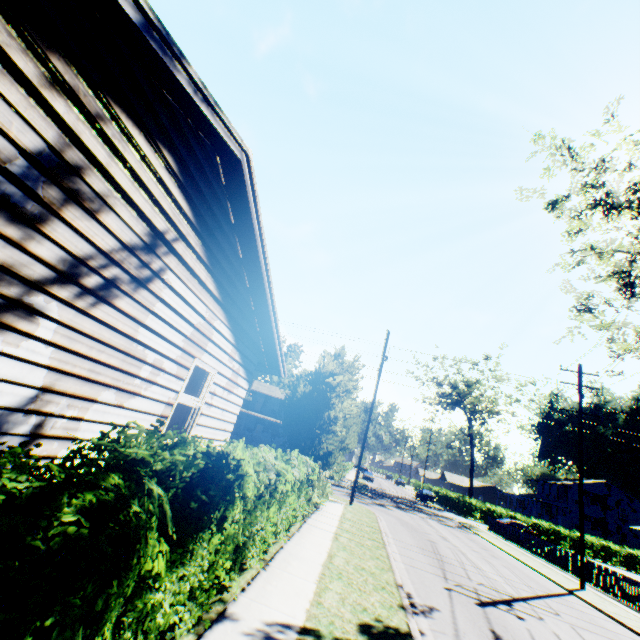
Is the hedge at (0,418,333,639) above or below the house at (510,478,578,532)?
below

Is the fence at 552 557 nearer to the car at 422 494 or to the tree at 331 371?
the car at 422 494

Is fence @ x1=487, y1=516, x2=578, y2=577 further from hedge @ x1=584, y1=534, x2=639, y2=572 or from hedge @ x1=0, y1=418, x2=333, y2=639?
hedge @ x1=0, y1=418, x2=333, y2=639

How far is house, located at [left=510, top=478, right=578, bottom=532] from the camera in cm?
5053

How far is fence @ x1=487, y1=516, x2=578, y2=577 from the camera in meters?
20.2 m

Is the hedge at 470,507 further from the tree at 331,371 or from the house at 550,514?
the tree at 331,371

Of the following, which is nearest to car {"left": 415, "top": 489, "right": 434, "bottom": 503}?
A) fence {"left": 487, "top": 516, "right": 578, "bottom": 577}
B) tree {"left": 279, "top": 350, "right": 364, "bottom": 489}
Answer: fence {"left": 487, "top": 516, "right": 578, "bottom": 577}

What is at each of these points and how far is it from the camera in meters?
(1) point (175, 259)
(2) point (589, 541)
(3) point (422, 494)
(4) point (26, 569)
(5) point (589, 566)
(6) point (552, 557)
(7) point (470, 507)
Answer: (1) house, 5.0
(2) hedge, 39.8
(3) car, 46.5
(4) hedge, 1.6
(5) fence, 18.7
(6) fence, 22.1
(7) hedge, 42.4
